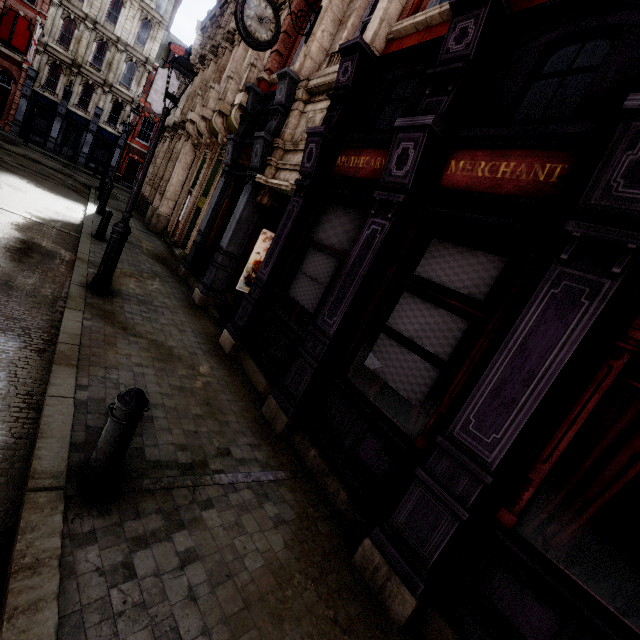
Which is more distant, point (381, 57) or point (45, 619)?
point (381, 57)

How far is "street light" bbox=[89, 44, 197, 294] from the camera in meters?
5.7 m

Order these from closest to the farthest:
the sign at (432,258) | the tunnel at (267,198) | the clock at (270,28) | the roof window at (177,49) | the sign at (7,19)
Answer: the sign at (432,258) → the clock at (270,28) → the tunnel at (267,198) → the sign at (7,19) → the roof window at (177,49)

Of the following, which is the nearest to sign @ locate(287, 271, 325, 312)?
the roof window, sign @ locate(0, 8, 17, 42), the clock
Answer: the clock

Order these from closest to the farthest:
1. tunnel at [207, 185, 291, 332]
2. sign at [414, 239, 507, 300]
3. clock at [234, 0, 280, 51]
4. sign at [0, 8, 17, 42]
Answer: sign at [414, 239, 507, 300], clock at [234, 0, 280, 51], tunnel at [207, 185, 291, 332], sign at [0, 8, 17, 42]

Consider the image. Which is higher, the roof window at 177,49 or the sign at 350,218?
the roof window at 177,49

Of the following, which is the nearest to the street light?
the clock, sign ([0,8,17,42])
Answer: the clock

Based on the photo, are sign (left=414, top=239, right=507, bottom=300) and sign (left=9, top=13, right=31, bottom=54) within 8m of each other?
no
